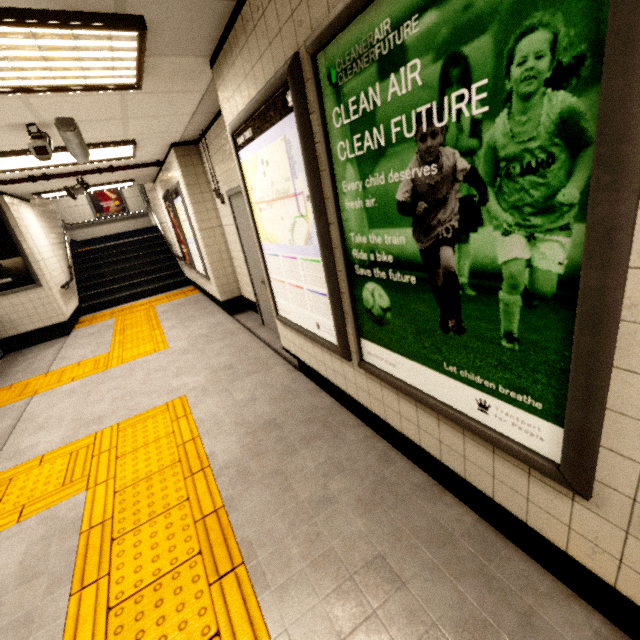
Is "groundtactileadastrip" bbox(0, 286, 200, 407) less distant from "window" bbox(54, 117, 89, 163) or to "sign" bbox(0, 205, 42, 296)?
"sign" bbox(0, 205, 42, 296)

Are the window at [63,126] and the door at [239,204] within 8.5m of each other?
yes

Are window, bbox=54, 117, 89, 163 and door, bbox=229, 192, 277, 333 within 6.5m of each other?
yes

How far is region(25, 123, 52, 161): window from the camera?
3.15m

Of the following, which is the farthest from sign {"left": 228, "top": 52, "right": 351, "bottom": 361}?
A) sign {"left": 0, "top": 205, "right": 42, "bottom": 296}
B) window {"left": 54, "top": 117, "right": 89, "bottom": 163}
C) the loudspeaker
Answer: sign {"left": 0, "top": 205, "right": 42, "bottom": 296}

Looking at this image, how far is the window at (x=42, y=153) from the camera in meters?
3.1 m

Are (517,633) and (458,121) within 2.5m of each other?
yes

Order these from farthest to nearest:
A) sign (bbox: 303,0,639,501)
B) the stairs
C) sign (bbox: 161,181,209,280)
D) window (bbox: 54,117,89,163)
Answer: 1. the stairs
2. sign (bbox: 161,181,209,280)
3. window (bbox: 54,117,89,163)
4. sign (bbox: 303,0,639,501)
